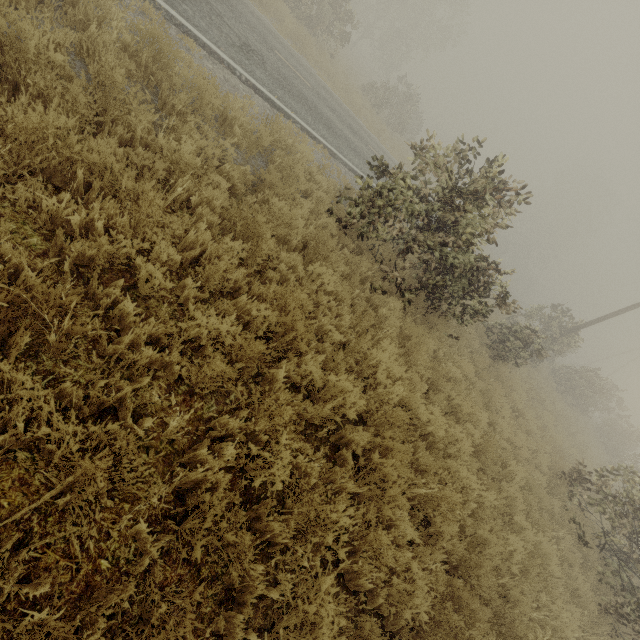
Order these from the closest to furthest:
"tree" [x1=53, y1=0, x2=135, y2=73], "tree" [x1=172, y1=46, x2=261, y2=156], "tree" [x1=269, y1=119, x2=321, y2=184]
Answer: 1. "tree" [x1=53, y1=0, x2=135, y2=73]
2. "tree" [x1=172, y1=46, x2=261, y2=156]
3. "tree" [x1=269, y1=119, x2=321, y2=184]

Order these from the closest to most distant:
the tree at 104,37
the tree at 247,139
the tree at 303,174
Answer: the tree at 104,37, the tree at 247,139, the tree at 303,174

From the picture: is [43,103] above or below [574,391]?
below

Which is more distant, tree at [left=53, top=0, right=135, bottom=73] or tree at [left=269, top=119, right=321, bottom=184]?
tree at [left=269, top=119, right=321, bottom=184]

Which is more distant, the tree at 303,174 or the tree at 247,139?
the tree at 303,174
